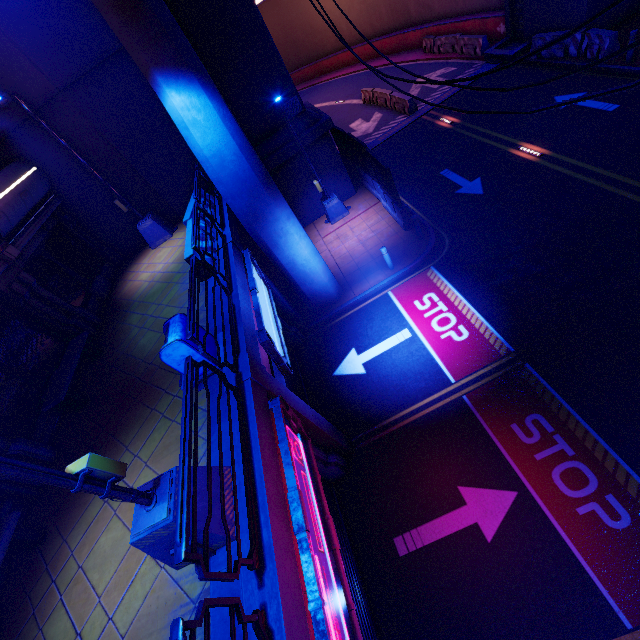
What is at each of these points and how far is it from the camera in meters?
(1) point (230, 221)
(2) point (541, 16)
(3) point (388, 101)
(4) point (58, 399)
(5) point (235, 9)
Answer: (1) beam, 10.7
(2) wall arch, 16.1
(3) fence, 21.5
(4) bench, 7.9
(5) wall arch, 11.6

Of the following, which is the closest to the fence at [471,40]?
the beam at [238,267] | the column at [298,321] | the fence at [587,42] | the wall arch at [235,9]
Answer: the wall arch at [235,9]

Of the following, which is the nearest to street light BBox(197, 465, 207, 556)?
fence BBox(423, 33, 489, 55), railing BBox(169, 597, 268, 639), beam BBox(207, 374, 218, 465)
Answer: beam BBox(207, 374, 218, 465)

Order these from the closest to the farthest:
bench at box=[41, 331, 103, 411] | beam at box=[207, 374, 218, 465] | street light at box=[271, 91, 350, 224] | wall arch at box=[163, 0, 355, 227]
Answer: beam at box=[207, 374, 218, 465] → bench at box=[41, 331, 103, 411] → wall arch at box=[163, 0, 355, 227] → street light at box=[271, 91, 350, 224]

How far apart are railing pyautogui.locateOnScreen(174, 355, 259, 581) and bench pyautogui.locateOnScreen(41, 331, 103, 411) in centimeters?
541cm

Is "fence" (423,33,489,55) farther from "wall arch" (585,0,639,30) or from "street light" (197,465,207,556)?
"street light" (197,465,207,556)

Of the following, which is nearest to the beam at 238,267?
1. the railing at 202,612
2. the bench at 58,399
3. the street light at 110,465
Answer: the street light at 110,465

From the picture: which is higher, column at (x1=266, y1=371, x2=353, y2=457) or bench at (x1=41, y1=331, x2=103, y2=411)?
bench at (x1=41, y1=331, x2=103, y2=411)
